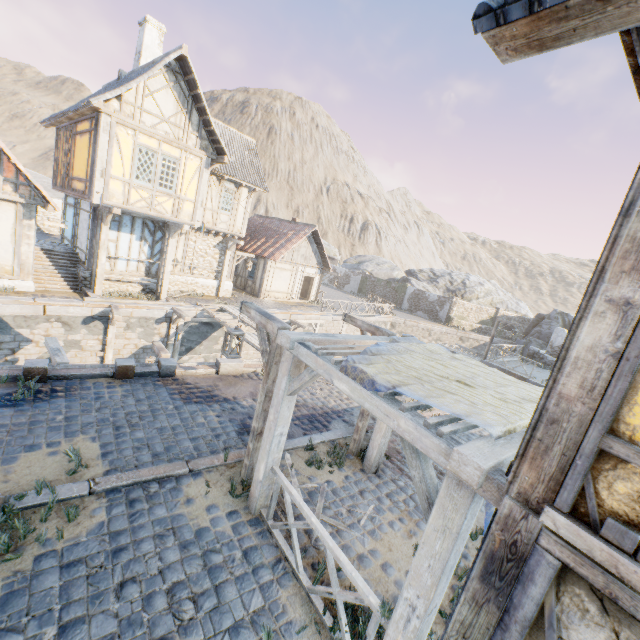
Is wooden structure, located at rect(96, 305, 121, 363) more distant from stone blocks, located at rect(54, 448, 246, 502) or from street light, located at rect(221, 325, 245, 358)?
street light, located at rect(221, 325, 245, 358)

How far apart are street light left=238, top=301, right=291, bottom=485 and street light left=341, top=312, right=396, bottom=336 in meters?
2.3 m

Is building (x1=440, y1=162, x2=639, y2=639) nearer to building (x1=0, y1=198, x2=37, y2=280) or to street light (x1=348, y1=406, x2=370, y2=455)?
street light (x1=348, y1=406, x2=370, y2=455)

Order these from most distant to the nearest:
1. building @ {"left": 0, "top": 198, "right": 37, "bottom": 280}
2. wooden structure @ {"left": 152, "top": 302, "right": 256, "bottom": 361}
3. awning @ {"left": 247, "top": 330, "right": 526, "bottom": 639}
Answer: building @ {"left": 0, "top": 198, "right": 37, "bottom": 280} < wooden structure @ {"left": 152, "top": 302, "right": 256, "bottom": 361} < awning @ {"left": 247, "top": 330, "right": 526, "bottom": 639}

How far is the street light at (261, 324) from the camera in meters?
5.2

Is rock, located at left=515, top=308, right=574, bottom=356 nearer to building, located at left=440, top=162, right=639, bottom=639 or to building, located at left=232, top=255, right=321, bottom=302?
building, located at left=440, top=162, right=639, bottom=639

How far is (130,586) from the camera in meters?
3.7 m

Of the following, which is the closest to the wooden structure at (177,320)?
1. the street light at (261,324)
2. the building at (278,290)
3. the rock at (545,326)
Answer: the building at (278,290)
